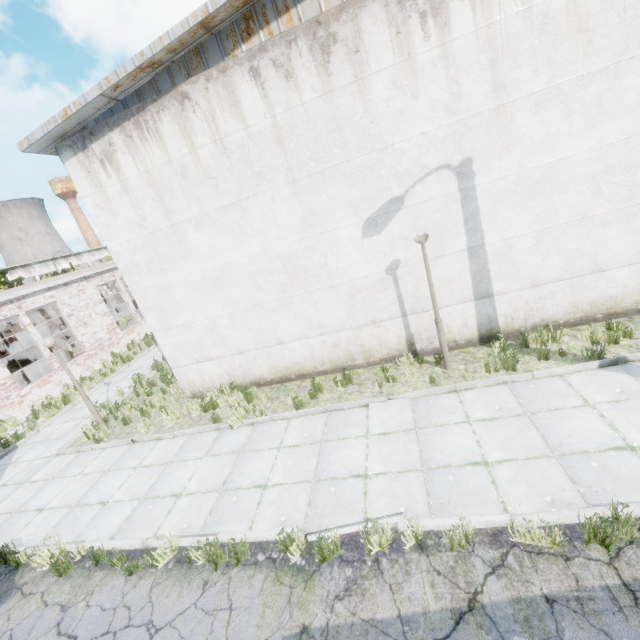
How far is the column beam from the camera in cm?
1912

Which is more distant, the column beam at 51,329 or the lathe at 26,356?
the lathe at 26,356

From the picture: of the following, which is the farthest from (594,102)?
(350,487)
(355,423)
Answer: (350,487)

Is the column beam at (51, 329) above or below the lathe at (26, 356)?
above

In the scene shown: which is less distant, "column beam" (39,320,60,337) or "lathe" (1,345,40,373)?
"column beam" (39,320,60,337)

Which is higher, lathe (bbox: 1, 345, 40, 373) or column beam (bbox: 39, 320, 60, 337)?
column beam (bbox: 39, 320, 60, 337)
